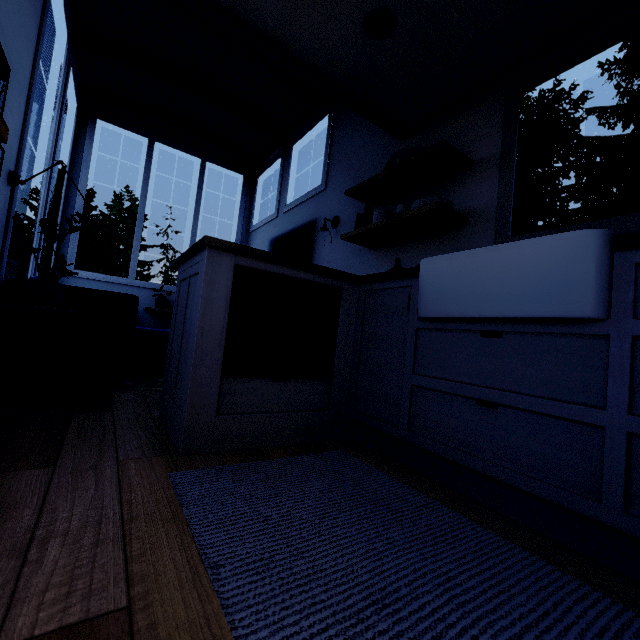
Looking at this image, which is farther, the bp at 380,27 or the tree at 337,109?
the bp at 380,27

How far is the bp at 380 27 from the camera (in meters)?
1.90

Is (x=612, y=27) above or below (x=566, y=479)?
above

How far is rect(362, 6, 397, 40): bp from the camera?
1.9 meters

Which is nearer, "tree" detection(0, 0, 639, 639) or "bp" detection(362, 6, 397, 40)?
"tree" detection(0, 0, 639, 639)
